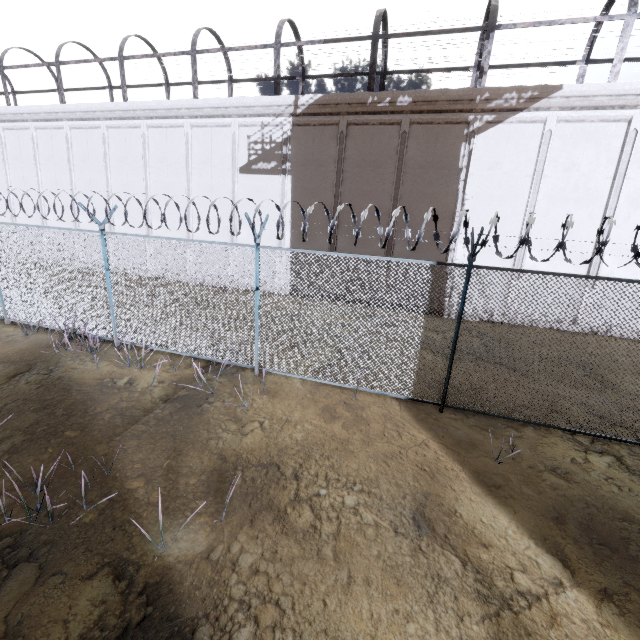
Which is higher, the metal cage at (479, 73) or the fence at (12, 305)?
the metal cage at (479, 73)

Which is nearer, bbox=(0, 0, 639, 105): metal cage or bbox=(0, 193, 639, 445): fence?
bbox=(0, 193, 639, 445): fence

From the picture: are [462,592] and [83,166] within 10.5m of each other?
no

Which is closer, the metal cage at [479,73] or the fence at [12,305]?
the fence at [12,305]

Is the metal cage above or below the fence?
above
